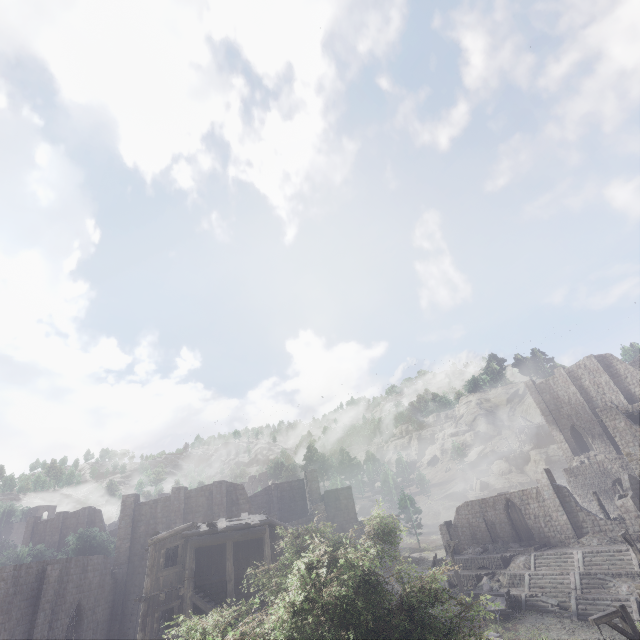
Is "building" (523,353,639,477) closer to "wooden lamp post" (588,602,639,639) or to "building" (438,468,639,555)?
"building" (438,468,639,555)

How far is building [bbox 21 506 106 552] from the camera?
50.0m

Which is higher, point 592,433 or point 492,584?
point 592,433

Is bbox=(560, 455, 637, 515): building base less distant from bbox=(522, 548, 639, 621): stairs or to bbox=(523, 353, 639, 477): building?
bbox=(523, 353, 639, 477): building

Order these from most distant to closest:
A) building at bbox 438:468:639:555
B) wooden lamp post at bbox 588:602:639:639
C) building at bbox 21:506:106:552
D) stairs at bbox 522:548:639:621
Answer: building at bbox 21:506:106:552, building at bbox 438:468:639:555, stairs at bbox 522:548:639:621, wooden lamp post at bbox 588:602:639:639

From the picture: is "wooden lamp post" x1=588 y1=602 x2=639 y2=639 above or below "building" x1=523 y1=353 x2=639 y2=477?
below

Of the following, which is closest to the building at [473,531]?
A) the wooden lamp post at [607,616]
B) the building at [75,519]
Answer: the wooden lamp post at [607,616]

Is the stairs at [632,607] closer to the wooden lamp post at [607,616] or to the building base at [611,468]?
the wooden lamp post at [607,616]
